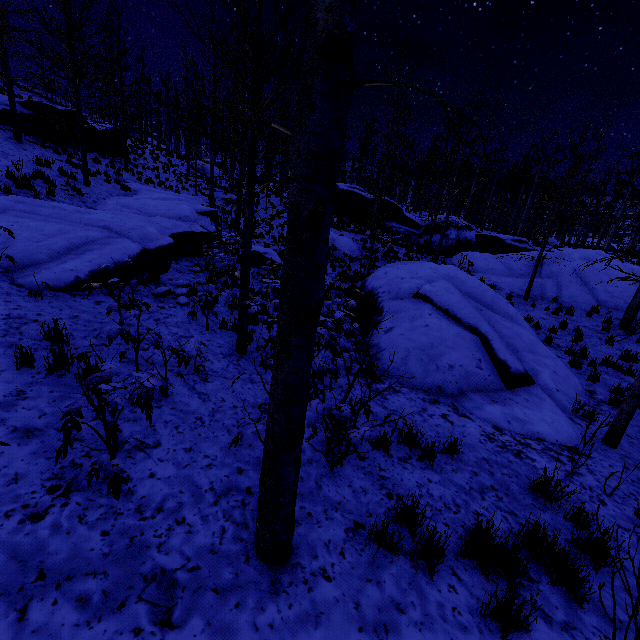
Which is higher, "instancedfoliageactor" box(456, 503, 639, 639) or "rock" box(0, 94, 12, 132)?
"rock" box(0, 94, 12, 132)

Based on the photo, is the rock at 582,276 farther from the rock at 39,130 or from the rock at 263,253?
the rock at 39,130

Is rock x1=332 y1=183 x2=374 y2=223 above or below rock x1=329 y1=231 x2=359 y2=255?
above

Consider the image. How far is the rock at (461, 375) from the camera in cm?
600

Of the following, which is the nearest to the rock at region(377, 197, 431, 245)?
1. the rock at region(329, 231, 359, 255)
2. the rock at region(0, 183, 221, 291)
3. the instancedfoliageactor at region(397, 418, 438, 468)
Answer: the rock at region(329, 231, 359, 255)

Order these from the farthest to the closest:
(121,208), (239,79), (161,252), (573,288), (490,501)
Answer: (239,79), (573,288), (121,208), (161,252), (490,501)

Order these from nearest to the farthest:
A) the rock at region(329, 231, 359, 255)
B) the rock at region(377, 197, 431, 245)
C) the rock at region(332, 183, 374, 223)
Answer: the rock at region(329, 231, 359, 255) < the rock at region(377, 197, 431, 245) < the rock at region(332, 183, 374, 223)
